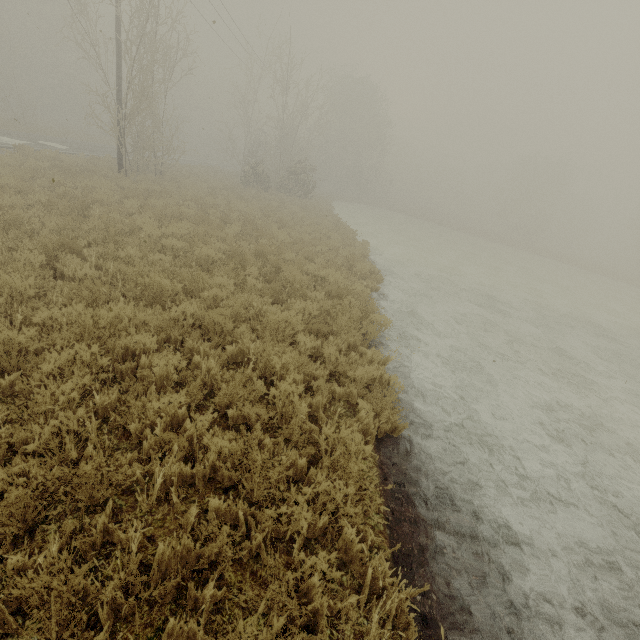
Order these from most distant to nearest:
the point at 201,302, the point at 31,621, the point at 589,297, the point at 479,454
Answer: the point at 589,297 → the point at 201,302 → the point at 479,454 → the point at 31,621
